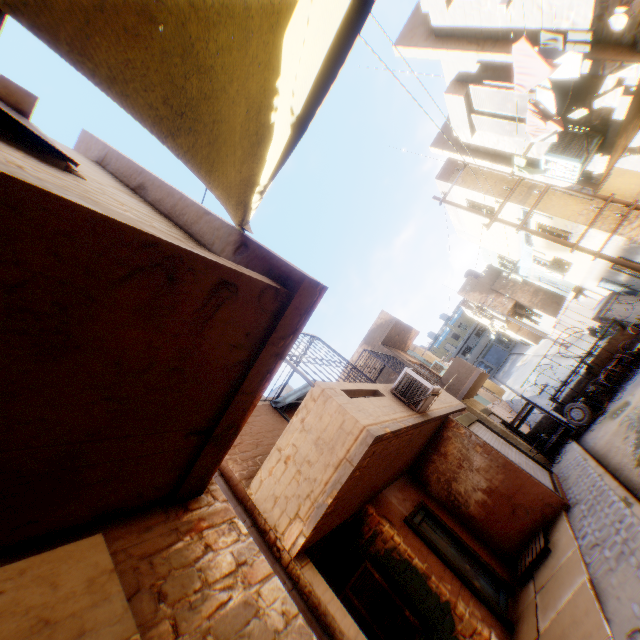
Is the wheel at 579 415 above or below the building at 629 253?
below

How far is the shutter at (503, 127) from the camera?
7.88m

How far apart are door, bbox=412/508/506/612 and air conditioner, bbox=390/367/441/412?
2.78m

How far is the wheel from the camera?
12.55m

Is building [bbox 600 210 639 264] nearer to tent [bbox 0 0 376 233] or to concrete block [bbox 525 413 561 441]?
tent [bbox 0 0 376 233]

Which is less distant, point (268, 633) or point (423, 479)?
point (268, 633)

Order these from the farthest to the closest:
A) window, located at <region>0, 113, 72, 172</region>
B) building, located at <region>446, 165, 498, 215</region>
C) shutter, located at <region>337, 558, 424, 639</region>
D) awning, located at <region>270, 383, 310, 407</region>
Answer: building, located at <region>446, 165, 498, 215</region> → awning, located at <region>270, 383, 310, 407</region> → shutter, located at <region>337, 558, 424, 639</region> → window, located at <region>0, 113, 72, 172</region>

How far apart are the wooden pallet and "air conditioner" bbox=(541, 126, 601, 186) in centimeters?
806cm
